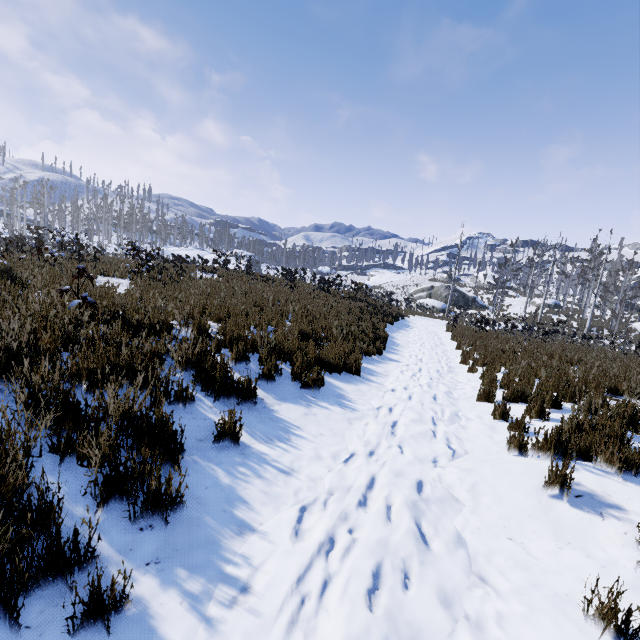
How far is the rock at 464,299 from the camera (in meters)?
43.62

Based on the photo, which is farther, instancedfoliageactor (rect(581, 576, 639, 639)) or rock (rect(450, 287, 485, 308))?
rock (rect(450, 287, 485, 308))

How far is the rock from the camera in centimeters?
4362cm

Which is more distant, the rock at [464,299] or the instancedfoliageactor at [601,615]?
the rock at [464,299]

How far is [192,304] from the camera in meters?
5.8

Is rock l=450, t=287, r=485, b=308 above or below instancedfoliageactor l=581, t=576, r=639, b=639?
above
